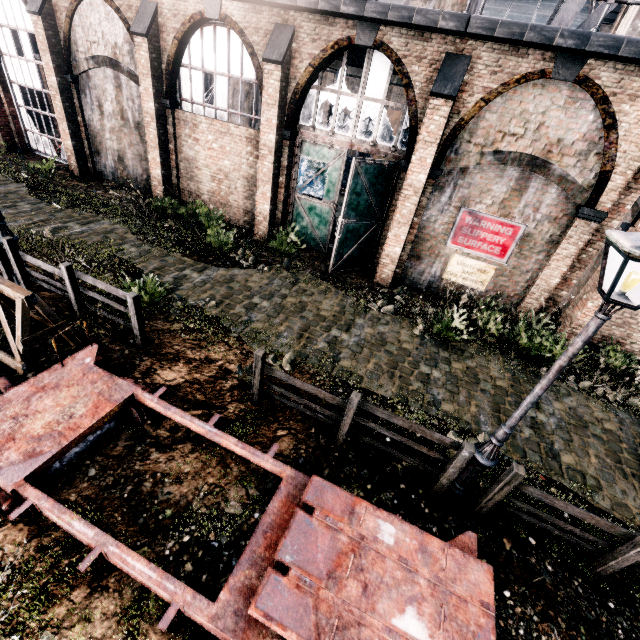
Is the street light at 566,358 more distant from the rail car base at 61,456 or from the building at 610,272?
the building at 610,272

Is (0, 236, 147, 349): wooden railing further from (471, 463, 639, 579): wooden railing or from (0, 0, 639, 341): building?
(471, 463, 639, 579): wooden railing

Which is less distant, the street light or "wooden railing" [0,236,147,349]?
the street light

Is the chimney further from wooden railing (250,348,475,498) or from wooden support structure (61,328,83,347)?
wooden support structure (61,328,83,347)

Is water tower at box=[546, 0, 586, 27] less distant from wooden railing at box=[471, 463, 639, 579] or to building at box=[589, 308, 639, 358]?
building at box=[589, 308, 639, 358]

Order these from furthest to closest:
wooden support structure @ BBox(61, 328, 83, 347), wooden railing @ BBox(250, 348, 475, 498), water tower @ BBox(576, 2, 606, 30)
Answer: water tower @ BBox(576, 2, 606, 30)
wooden support structure @ BBox(61, 328, 83, 347)
wooden railing @ BBox(250, 348, 475, 498)

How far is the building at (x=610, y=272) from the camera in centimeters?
1062cm

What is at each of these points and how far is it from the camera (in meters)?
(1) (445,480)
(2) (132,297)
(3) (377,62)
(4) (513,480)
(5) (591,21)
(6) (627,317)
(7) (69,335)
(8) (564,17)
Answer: (1) wooden railing, 6.12
(2) wooden railing, 7.32
(3) building, 11.11
(4) wooden railing, 5.46
(5) water tower, 10.70
(6) building, 11.84
(7) wooden support structure, 7.57
(8) water tower, 10.77
